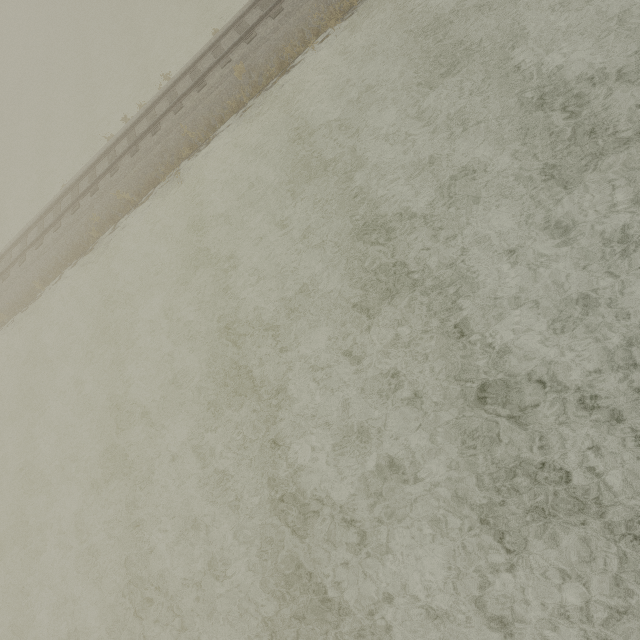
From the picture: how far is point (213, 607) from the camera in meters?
7.6
